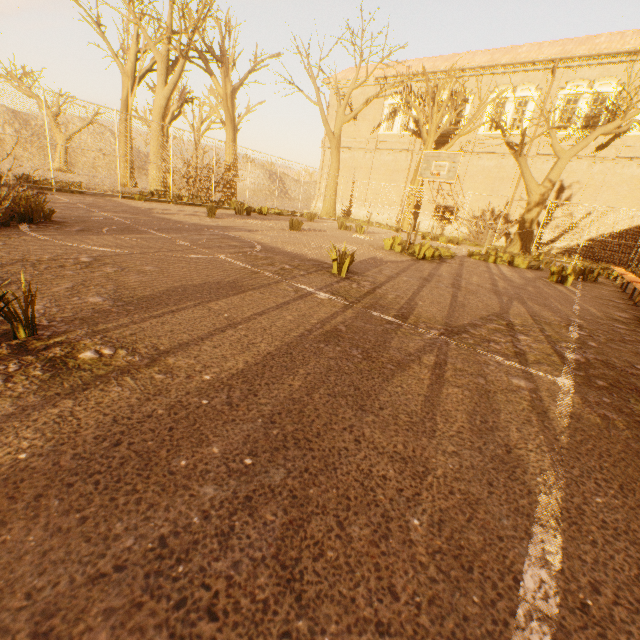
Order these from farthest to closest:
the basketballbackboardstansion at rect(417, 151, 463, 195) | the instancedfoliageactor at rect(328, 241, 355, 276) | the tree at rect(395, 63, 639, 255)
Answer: the tree at rect(395, 63, 639, 255), the basketballbackboardstansion at rect(417, 151, 463, 195), the instancedfoliageactor at rect(328, 241, 355, 276)

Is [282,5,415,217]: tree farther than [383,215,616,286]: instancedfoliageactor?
Yes

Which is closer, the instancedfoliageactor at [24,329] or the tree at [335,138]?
the instancedfoliageactor at [24,329]

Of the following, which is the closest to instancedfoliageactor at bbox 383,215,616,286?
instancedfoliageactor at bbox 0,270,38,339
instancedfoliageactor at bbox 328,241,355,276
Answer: instancedfoliageactor at bbox 328,241,355,276

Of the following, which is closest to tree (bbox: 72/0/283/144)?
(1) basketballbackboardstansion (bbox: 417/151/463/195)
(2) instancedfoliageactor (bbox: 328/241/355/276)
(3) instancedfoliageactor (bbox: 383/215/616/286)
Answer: (1) basketballbackboardstansion (bbox: 417/151/463/195)

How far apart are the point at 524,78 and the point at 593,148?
6.29m

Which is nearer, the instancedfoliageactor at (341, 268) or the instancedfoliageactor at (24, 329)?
the instancedfoliageactor at (24, 329)

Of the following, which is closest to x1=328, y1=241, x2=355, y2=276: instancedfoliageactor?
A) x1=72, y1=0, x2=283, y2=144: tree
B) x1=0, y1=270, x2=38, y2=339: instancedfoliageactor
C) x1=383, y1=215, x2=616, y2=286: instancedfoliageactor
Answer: x1=0, y1=270, x2=38, y2=339: instancedfoliageactor
